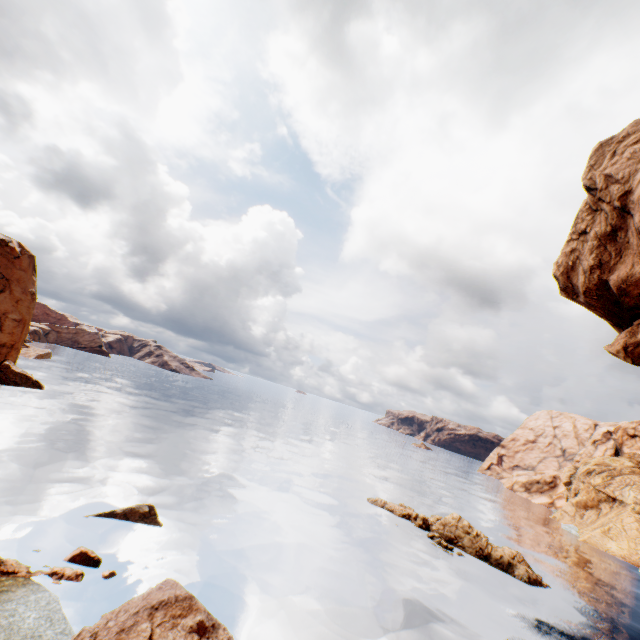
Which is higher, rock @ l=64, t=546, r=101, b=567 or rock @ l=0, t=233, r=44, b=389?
rock @ l=0, t=233, r=44, b=389

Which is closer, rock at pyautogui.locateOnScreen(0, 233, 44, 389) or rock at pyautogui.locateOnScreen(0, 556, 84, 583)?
rock at pyautogui.locateOnScreen(0, 556, 84, 583)

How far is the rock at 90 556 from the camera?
15.0 meters

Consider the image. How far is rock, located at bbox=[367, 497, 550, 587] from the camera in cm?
2922

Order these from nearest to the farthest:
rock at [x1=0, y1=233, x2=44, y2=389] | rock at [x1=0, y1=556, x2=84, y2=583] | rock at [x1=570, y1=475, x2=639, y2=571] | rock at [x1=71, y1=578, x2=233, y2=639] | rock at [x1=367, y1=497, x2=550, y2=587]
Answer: rock at [x1=71, y1=578, x2=233, y2=639], rock at [x1=0, y1=556, x2=84, y2=583], rock at [x1=367, y1=497, x2=550, y2=587], rock at [x1=0, y1=233, x2=44, y2=389], rock at [x1=570, y1=475, x2=639, y2=571]

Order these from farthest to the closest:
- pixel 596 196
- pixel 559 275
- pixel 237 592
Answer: pixel 559 275, pixel 596 196, pixel 237 592

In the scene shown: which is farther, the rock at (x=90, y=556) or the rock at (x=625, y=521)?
the rock at (x=625, y=521)

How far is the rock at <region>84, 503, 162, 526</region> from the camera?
19.4m
